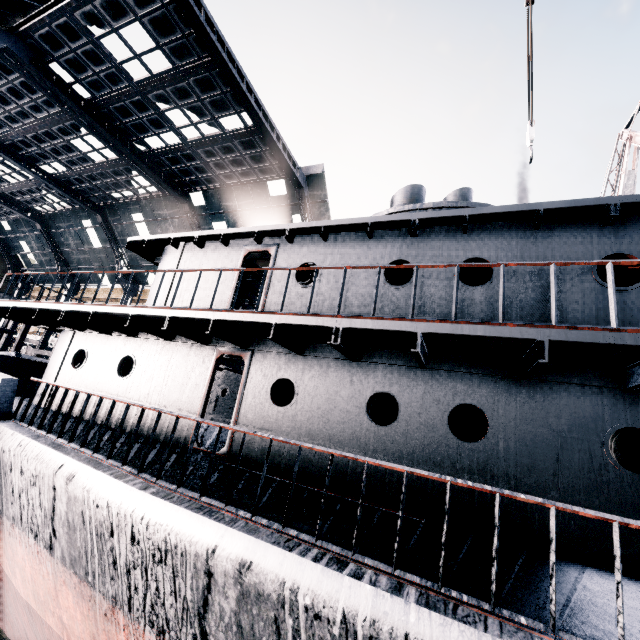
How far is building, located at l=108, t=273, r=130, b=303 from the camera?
36.9 meters

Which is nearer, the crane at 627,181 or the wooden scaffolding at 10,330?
the crane at 627,181

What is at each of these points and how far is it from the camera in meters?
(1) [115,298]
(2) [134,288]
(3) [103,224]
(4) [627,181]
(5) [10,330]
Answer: (1) building, 39.7 m
(2) building, 38.0 m
(3) building, 34.6 m
(4) crane, 18.8 m
(5) wooden scaffolding, 20.0 m

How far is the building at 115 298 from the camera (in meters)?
36.88

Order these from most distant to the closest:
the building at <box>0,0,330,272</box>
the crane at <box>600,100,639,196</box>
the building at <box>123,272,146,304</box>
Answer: the building at <box>123,272,146,304</box>, the crane at <box>600,100,639,196</box>, the building at <box>0,0,330,272</box>

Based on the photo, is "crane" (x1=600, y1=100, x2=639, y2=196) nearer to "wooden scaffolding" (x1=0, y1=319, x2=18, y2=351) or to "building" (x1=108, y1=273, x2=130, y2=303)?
"building" (x1=108, y1=273, x2=130, y2=303)

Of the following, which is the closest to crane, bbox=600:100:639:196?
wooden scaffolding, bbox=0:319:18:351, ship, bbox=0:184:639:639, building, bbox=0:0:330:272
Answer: ship, bbox=0:184:639:639
